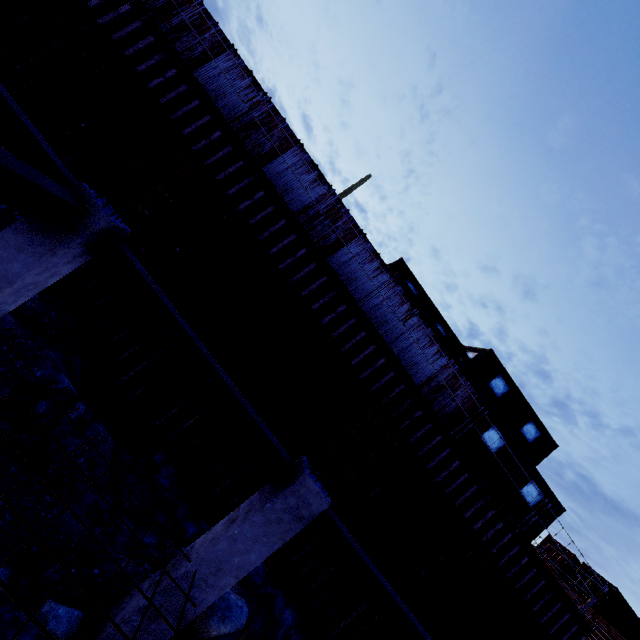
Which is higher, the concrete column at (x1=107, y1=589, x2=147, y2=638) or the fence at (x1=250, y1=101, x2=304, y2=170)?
the fence at (x1=250, y1=101, x2=304, y2=170)

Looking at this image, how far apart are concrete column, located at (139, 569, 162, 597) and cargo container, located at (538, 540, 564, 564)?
30.5m

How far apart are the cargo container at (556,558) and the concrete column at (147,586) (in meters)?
30.47

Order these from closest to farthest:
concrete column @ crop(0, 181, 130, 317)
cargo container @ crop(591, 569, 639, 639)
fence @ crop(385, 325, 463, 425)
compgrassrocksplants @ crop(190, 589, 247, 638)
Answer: concrete column @ crop(0, 181, 130, 317), compgrassrocksplants @ crop(190, 589, 247, 638), fence @ crop(385, 325, 463, 425), cargo container @ crop(591, 569, 639, 639)

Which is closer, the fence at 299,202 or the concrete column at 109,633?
the concrete column at 109,633

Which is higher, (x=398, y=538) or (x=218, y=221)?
(x=218, y=221)

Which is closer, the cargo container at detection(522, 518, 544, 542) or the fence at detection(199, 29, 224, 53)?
the fence at detection(199, 29, 224, 53)

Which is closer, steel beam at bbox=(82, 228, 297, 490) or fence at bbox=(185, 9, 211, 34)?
steel beam at bbox=(82, 228, 297, 490)
